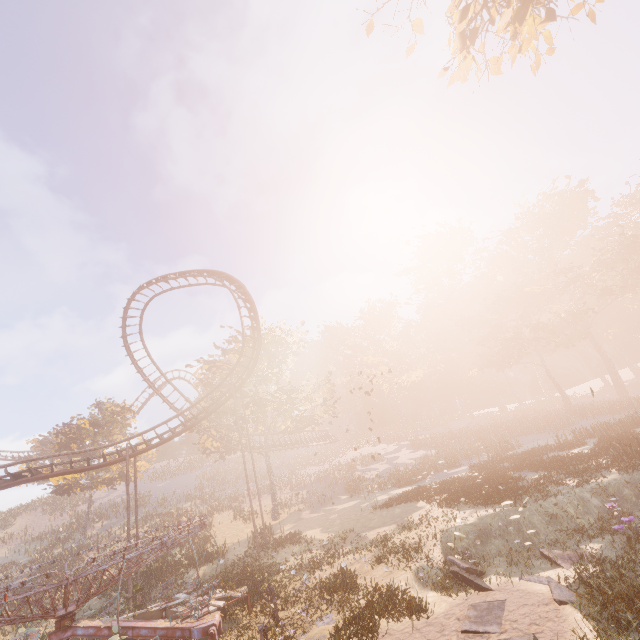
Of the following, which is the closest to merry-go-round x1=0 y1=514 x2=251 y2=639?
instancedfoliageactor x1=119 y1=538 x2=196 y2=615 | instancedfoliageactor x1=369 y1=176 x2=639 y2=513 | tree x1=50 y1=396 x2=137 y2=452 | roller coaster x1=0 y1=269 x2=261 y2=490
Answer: instancedfoliageactor x1=119 y1=538 x2=196 y2=615

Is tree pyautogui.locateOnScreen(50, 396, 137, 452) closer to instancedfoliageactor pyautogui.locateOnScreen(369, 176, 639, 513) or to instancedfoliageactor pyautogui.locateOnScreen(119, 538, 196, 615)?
instancedfoliageactor pyautogui.locateOnScreen(119, 538, 196, 615)

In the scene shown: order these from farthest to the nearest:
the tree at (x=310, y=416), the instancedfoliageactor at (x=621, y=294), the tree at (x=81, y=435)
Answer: A: the tree at (x=81, y=435), the tree at (x=310, y=416), the instancedfoliageactor at (x=621, y=294)

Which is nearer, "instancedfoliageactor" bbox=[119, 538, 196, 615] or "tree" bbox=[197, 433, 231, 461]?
"instancedfoliageactor" bbox=[119, 538, 196, 615]

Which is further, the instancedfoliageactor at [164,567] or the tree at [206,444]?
the tree at [206,444]

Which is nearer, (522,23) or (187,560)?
(522,23)

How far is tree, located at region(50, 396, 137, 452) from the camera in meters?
37.1

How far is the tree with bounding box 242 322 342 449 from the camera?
31.81m
